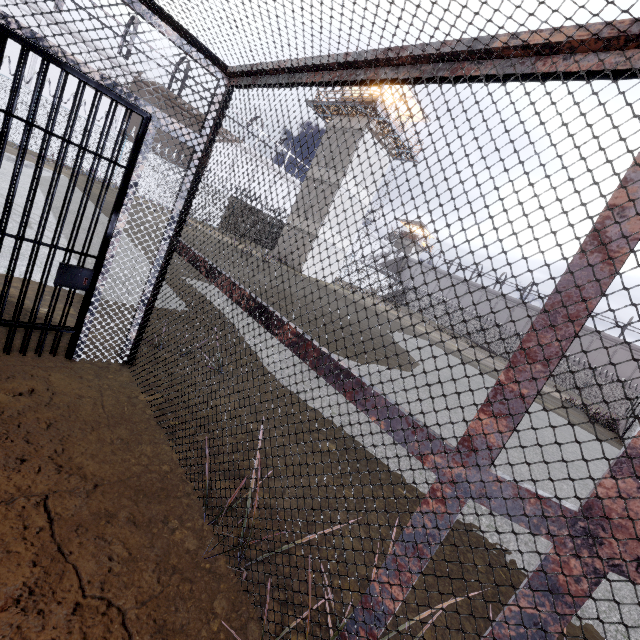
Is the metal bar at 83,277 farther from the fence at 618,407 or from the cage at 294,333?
the fence at 618,407

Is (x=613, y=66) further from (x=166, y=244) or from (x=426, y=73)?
(x=166, y=244)

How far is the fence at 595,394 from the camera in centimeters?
3370cm

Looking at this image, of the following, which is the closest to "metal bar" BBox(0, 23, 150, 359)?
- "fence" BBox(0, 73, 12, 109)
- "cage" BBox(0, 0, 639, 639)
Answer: "cage" BBox(0, 0, 639, 639)

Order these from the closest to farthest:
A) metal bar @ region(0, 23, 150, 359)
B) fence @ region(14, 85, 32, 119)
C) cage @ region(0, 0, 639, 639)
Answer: cage @ region(0, 0, 639, 639) < metal bar @ region(0, 23, 150, 359) < fence @ region(14, 85, 32, 119)

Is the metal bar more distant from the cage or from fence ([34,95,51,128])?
fence ([34,95,51,128])

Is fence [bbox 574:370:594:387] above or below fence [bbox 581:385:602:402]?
above
